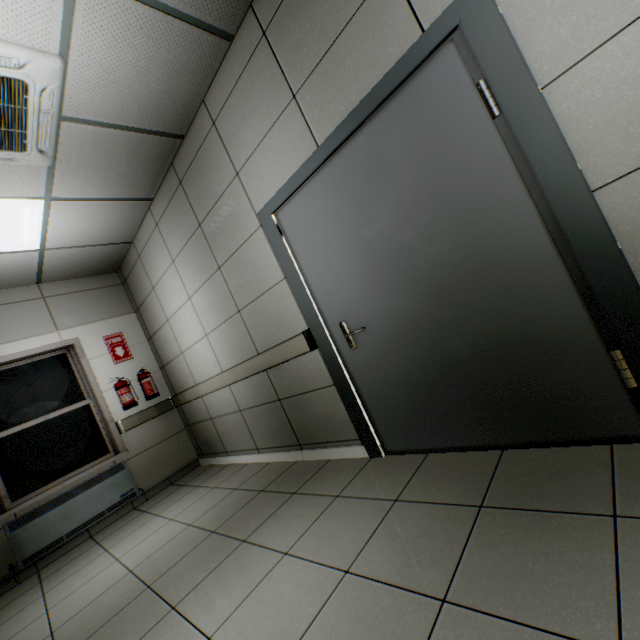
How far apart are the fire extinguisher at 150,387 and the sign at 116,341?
0.4m

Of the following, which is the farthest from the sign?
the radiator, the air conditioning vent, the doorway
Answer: the doorway

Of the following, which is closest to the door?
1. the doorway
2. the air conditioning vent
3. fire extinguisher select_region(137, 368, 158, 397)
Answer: the doorway

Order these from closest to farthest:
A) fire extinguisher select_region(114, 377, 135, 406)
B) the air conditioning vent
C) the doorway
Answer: the doorway < the air conditioning vent < fire extinguisher select_region(114, 377, 135, 406)

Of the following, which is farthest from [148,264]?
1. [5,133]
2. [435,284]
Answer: [435,284]

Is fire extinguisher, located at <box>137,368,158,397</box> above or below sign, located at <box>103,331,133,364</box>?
below

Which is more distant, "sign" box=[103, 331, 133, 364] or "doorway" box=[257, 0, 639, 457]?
"sign" box=[103, 331, 133, 364]

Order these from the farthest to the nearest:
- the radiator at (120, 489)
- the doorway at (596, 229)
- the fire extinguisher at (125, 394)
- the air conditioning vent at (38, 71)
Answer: the fire extinguisher at (125, 394) → the radiator at (120, 489) → the air conditioning vent at (38, 71) → the doorway at (596, 229)
